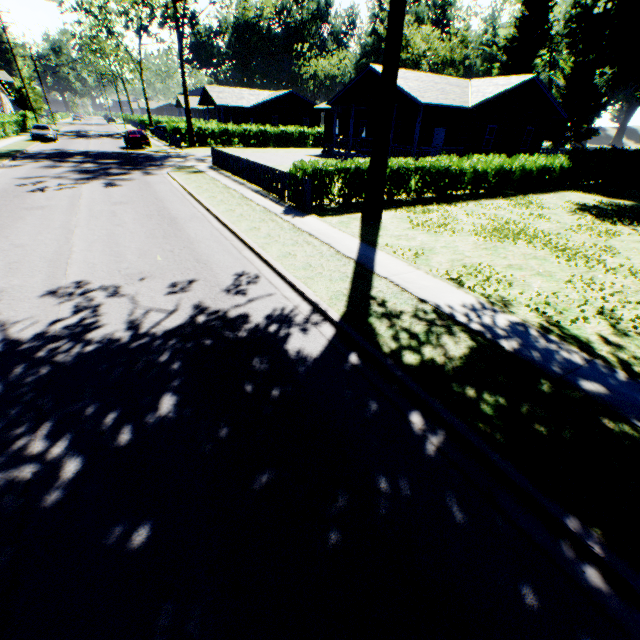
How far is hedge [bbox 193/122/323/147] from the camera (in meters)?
38.22

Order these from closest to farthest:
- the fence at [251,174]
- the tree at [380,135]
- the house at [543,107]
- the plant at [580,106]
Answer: the tree at [380,135] → the fence at [251,174] → the house at [543,107] → the plant at [580,106]

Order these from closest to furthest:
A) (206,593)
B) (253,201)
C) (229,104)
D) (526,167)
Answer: (206,593) < (253,201) < (526,167) < (229,104)

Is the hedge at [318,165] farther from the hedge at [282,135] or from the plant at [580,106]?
the hedge at [282,135]

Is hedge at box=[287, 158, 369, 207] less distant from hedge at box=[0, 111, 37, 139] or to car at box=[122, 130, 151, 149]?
car at box=[122, 130, 151, 149]

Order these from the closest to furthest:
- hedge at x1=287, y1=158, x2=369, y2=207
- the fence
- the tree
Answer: the tree → hedge at x1=287, y1=158, x2=369, y2=207 → the fence

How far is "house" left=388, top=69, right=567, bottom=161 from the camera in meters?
21.6

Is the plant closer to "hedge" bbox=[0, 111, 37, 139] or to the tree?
"hedge" bbox=[0, 111, 37, 139]
